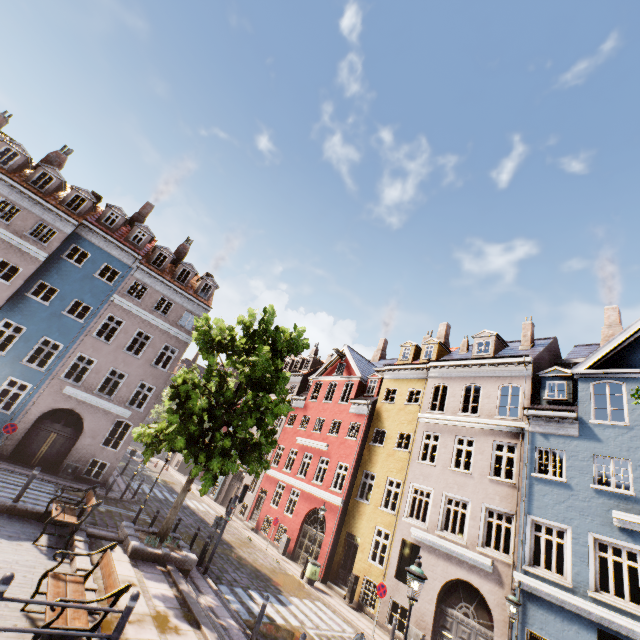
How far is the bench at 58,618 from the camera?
5.3 meters

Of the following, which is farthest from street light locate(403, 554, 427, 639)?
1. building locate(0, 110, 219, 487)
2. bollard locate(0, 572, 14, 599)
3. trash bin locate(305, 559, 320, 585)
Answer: trash bin locate(305, 559, 320, 585)

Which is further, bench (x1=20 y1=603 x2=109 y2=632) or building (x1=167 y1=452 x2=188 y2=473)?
building (x1=167 y1=452 x2=188 y2=473)

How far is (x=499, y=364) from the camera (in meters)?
17.88

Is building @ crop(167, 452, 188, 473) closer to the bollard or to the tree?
the tree

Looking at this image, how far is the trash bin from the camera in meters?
17.2 m

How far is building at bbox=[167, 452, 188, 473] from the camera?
41.78m

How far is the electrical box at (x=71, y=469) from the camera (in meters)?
18.33
